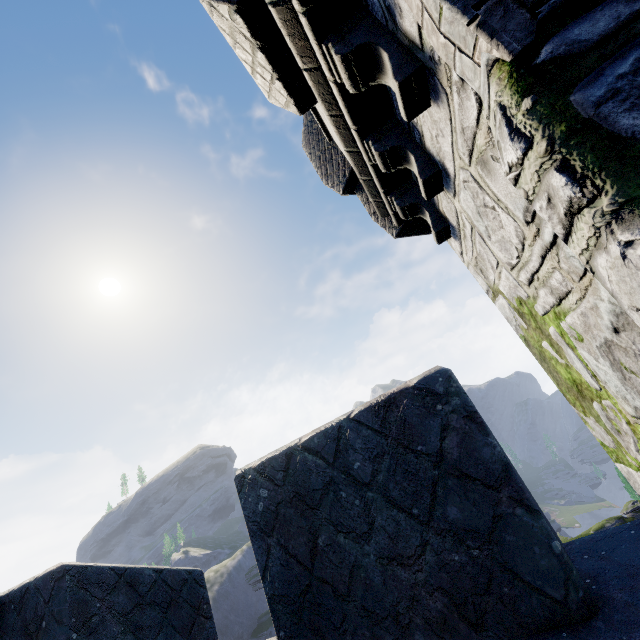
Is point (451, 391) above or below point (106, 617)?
above
